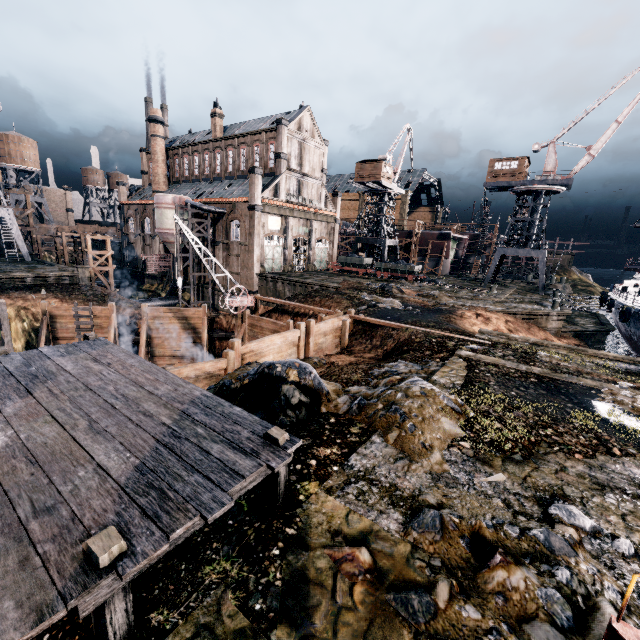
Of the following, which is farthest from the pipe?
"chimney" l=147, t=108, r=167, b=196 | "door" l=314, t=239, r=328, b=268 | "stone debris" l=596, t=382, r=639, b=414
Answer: "stone debris" l=596, t=382, r=639, b=414

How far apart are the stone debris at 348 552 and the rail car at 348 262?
42.9m

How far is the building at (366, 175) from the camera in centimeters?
5171cm

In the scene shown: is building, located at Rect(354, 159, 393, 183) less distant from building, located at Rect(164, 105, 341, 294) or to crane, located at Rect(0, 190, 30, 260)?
building, located at Rect(164, 105, 341, 294)

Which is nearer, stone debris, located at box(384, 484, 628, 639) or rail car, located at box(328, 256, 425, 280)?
stone debris, located at box(384, 484, 628, 639)

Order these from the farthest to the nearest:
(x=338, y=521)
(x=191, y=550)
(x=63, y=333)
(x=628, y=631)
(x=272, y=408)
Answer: (x=63, y=333)
(x=272, y=408)
(x=338, y=521)
(x=191, y=550)
(x=628, y=631)

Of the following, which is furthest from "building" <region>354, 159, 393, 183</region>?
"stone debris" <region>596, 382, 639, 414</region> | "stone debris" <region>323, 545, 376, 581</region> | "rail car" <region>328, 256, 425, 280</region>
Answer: "stone debris" <region>323, 545, 376, 581</region>

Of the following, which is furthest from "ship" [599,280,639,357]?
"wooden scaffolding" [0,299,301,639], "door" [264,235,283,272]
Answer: "door" [264,235,283,272]
